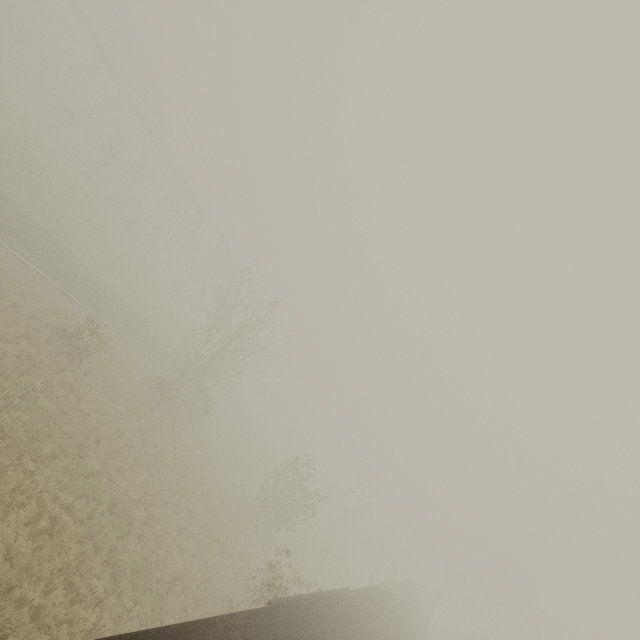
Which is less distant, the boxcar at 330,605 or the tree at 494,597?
the boxcar at 330,605

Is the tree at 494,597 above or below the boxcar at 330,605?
above

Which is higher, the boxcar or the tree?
the tree

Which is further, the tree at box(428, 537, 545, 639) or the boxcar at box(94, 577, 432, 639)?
the tree at box(428, 537, 545, 639)

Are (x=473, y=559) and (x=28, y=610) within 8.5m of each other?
no
